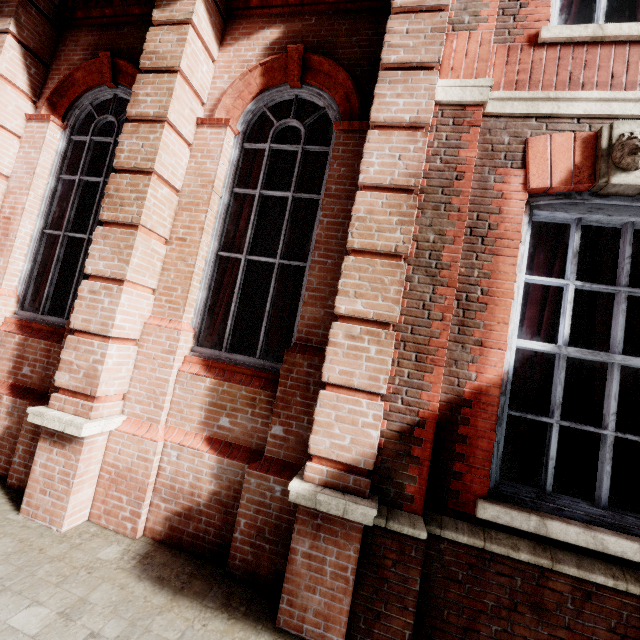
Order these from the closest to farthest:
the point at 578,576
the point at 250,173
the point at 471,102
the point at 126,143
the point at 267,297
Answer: the point at 578,576
the point at 471,102
the point at 126,143
the point at 250,173
the point at 267,297
